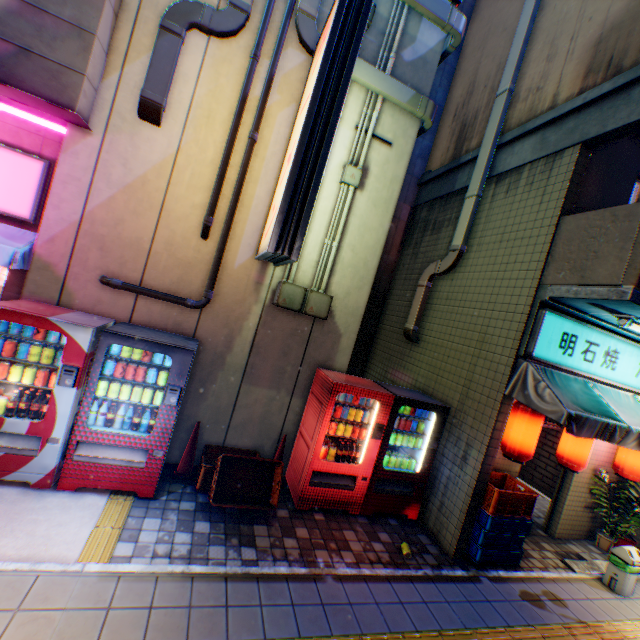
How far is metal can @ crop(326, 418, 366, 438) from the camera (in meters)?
5.11

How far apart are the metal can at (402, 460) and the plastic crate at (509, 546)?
0.9m

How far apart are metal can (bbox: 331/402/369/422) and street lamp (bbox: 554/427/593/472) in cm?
347

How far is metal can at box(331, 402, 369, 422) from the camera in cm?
513

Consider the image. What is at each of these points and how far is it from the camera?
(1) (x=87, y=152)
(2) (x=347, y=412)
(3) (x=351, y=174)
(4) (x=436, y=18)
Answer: (1) building, 4.4 meters
(2) metal can, 5.2 meters
(3) electric box, 5.4 meters
(4) pipe, 5.3 meters

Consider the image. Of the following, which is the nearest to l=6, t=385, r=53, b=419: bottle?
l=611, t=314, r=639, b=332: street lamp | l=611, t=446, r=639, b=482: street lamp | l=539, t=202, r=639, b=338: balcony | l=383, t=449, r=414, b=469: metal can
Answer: l=383, t=449, r=414, b=469: metal can

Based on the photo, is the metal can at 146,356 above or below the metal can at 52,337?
above

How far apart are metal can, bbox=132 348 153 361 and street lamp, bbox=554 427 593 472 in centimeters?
661cm
